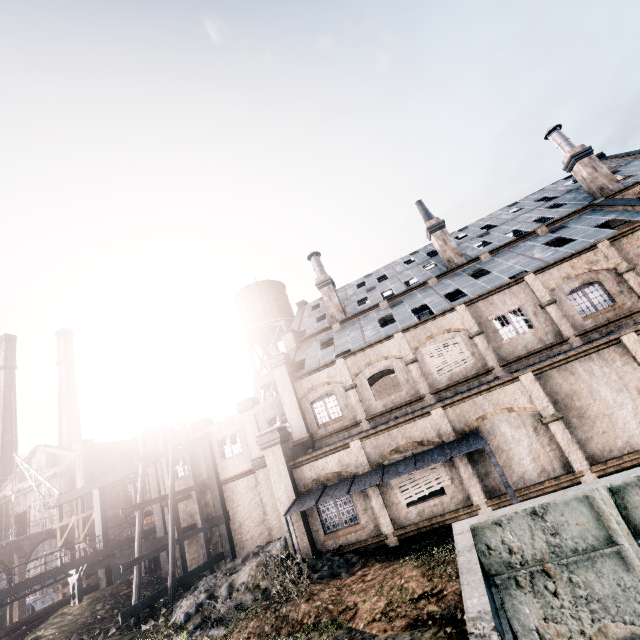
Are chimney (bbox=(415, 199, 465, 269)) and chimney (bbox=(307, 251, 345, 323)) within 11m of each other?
yes

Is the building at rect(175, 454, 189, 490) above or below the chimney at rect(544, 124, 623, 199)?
below

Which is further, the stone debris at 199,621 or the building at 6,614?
the building at 6,614

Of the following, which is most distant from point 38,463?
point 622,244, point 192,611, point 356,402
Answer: point 622,244

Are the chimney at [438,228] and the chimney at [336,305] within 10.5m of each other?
yes

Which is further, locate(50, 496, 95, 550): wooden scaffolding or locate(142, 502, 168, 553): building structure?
locate(50, 496, 95, 550): wooden scaffolding

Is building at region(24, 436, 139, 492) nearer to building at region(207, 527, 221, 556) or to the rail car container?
building at region(207, 527, 221, 556)

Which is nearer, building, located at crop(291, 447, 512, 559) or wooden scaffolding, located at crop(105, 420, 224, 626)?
building, located at crop(291, 447, 512, 559)
